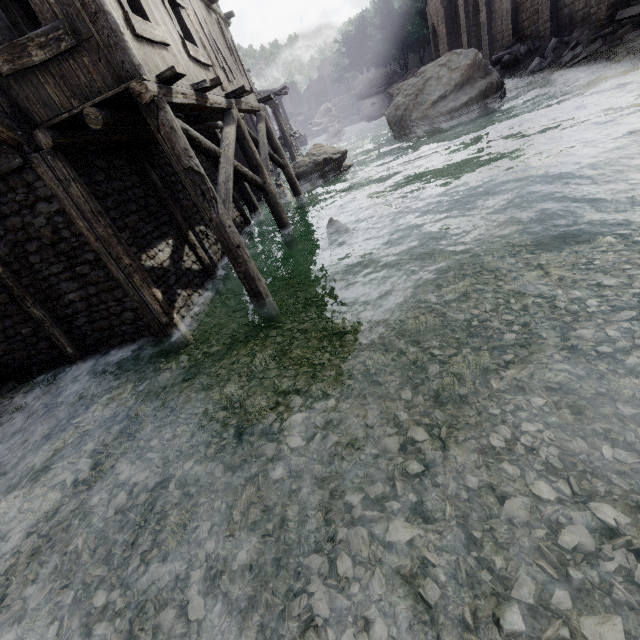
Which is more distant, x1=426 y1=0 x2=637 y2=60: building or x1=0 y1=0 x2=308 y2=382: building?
x1=426 y1=0 x2=637 y2=60: building

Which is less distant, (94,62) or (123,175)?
(94,62)

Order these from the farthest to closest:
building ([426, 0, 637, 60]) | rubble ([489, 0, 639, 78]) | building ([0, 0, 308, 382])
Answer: building ([426, 0, 637, 60]), rubble ([489, 0, 639, 78]), building ([0, 0, 308, 382])

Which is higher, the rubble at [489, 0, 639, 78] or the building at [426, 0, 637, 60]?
the building at [426, 0, 637, 60]

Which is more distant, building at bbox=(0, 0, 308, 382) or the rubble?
the rubble

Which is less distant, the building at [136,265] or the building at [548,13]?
the building at [136,265]

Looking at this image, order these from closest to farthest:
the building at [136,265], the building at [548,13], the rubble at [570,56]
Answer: the building at [136,265], the rubble at [570,56], the building at [548,13]
